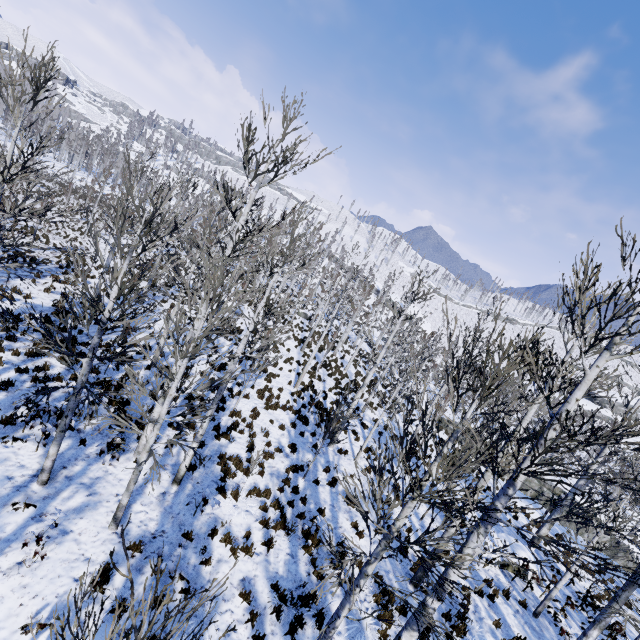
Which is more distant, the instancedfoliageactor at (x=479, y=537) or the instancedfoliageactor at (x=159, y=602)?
the instancedfoliageactor at (x=479, y=537)

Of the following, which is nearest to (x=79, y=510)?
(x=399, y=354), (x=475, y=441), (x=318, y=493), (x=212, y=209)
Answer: (x=318, y=493)

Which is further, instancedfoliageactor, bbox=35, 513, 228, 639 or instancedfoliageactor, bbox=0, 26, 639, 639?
instancedfoliageactor, bbox=0, 26, 639, 639
